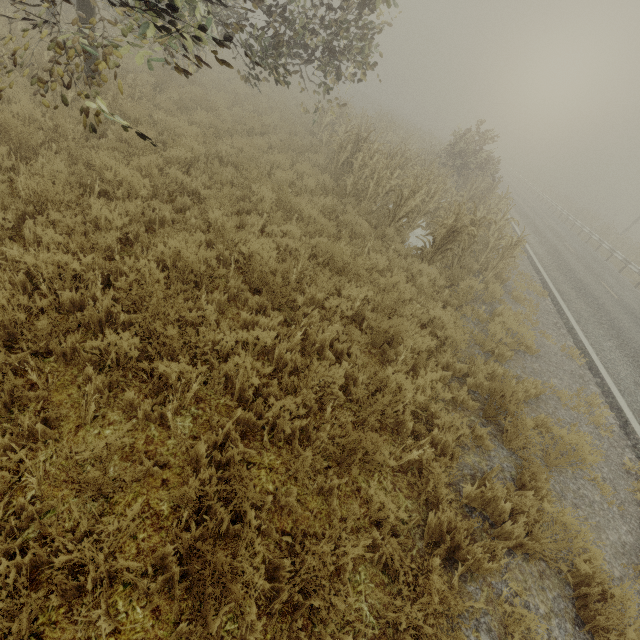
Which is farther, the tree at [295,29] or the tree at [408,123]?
the tree at [408,123]

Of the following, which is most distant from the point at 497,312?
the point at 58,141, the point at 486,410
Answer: the point at 58,141

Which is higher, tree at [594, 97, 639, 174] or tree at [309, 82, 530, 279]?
tree at [594, 97, 639, 174]

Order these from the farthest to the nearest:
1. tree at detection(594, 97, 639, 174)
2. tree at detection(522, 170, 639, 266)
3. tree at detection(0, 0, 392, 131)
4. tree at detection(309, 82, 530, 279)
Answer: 1. tree at detection(594, 97, 639, 174)
2. tree at detection(522, 170, 639, 266)
3. tree at detection(309, 82, 530, 279)
4. tree at detection(0, 0, 392, 131)

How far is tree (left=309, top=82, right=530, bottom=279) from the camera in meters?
8.4

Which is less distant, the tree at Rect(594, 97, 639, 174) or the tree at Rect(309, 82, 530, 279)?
the tree at Rect(309, 82, 530, 279)

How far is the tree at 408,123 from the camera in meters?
8.4
